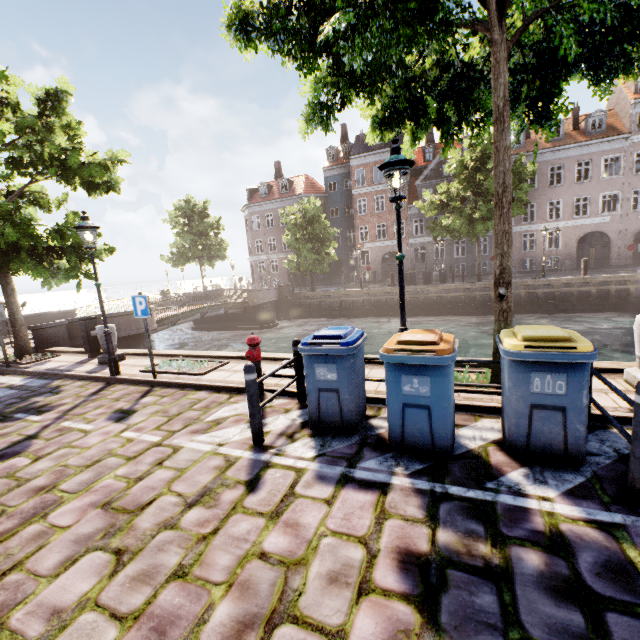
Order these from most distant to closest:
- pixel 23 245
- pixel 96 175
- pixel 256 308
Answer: pixel 256 308
pixel 96 175
pixel 23 245

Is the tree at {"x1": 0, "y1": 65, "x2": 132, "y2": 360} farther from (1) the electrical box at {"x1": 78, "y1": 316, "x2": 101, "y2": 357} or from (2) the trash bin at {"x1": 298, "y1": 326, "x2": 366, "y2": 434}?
(2) the trash bin at {"x1": 298, "y1": 326, "x2": 366, "y2": 434}

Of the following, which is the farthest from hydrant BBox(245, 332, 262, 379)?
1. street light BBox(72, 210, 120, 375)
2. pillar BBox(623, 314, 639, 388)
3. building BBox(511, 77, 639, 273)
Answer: building BBox(511, 77, 639, 273)

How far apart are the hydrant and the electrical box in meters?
7.2

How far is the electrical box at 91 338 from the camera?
10.0m

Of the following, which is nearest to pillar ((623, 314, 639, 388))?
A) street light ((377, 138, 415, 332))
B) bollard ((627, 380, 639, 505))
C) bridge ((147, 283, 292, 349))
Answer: bollard ((627, 380, 639, 505))

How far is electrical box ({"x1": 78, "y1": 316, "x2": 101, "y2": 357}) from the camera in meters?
10.0 m

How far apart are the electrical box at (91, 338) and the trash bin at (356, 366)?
8.68m
